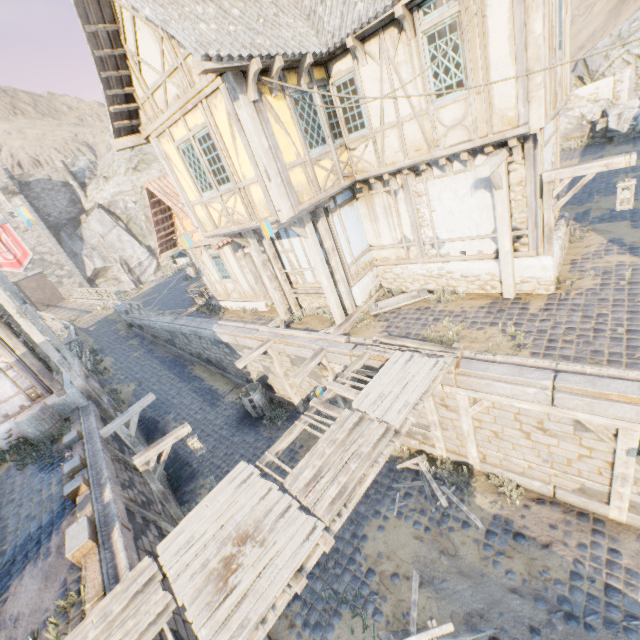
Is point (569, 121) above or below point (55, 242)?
below

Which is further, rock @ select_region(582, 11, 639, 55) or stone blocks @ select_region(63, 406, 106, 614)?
rock @ select_region(582, 11, 639, 55)

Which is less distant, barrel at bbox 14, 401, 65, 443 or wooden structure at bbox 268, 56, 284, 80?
wooden structure at bbox 268, 56, 284, 80

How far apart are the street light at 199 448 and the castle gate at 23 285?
40.5m

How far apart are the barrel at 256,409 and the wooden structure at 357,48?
10.90m

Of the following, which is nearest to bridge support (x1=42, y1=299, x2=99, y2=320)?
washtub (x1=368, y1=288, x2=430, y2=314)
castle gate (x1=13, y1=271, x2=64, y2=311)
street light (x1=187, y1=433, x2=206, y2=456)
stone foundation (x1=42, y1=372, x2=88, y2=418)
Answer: castle gate (x1=13, y1=271, x2=64, y2=311)

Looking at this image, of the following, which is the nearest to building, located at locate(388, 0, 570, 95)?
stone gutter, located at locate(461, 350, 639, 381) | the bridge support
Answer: stone gutter, located at locate(461, 350, 639, 381)

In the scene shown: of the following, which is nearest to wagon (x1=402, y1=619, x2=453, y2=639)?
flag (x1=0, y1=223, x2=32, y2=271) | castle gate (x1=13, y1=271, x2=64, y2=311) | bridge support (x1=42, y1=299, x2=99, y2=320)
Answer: flag (x1=0, y1=223, x2=32, y2=271)
